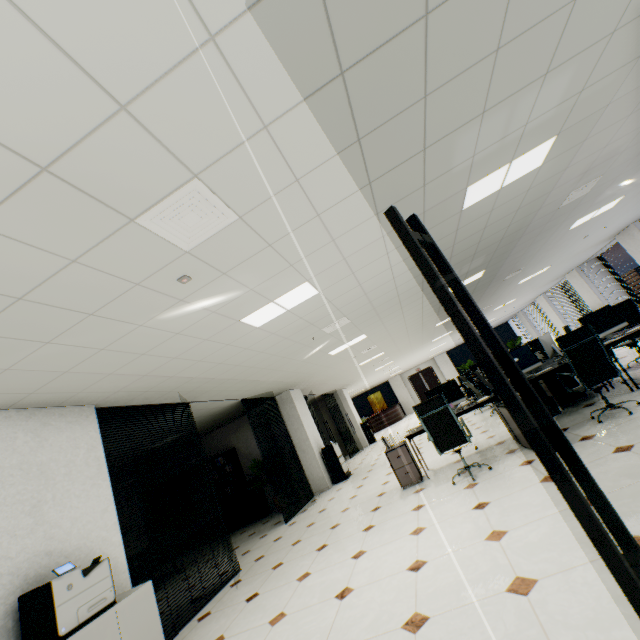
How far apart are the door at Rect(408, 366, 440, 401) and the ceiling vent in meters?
25.4 m

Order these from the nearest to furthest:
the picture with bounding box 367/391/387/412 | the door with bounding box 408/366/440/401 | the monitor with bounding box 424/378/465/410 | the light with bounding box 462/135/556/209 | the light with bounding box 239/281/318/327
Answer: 1. the light with bounding box 462/135/556/209
2. the light with bounding box 239/281/318/327
3. the monitor with bounding box 424/378/465/410
4. the door with bounding box 408/366/440/401
5. the picture with bounding box 367/391/387/412

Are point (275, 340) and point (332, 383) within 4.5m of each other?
no

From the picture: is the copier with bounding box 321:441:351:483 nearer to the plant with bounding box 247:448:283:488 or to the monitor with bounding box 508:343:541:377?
the plant with bounding box 247:448:283:488

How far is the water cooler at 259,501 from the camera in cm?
946

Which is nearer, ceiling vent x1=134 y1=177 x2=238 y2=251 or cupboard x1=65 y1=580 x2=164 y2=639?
ceiling vent x1=134 y1=177 x2=238 y2=251

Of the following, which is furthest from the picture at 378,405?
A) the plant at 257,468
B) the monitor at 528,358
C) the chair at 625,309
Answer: the monitor at 528,358

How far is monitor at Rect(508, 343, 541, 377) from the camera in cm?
571
